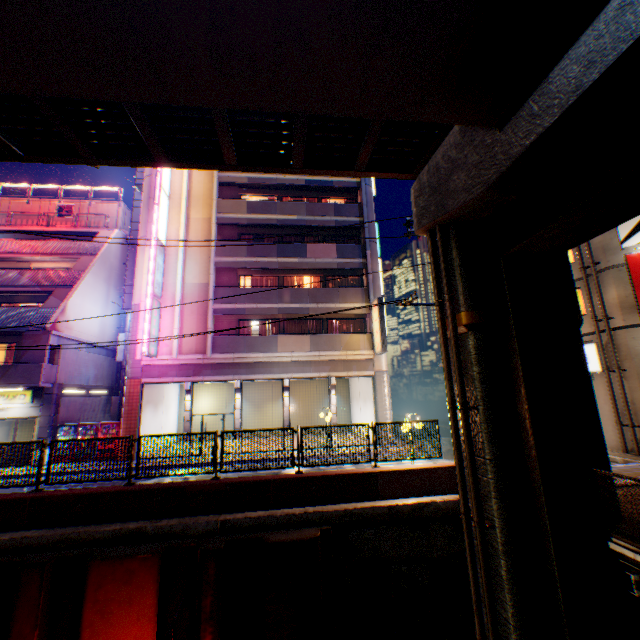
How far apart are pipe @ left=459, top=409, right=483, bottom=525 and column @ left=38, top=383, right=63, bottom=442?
20.9m

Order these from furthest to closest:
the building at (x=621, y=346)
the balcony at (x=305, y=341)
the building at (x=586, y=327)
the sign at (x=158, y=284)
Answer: the balcony at (x=305, y=341)
the sign at (x=158, y=284)
the building at (x=586, y=327)
the building at (x=621, y=346)

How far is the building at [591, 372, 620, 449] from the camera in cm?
1566

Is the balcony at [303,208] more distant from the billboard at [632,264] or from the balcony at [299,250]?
the billboard at [632,264]

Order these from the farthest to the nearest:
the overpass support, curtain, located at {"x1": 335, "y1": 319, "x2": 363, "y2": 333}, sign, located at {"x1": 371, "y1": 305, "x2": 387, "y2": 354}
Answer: curtain, located at {"x1": 335, "y1": 319, "x2": 363, "y2": 333}
sign, located at {"x1": 371, "y1": 305, "x2": 387, "y2": 354}
the overpass support

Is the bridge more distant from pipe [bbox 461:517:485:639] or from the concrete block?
the concrete block

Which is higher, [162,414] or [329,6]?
[329,6]

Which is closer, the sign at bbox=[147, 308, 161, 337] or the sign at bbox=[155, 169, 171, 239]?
the sign at bbox=[147, 308, 161, 337]
